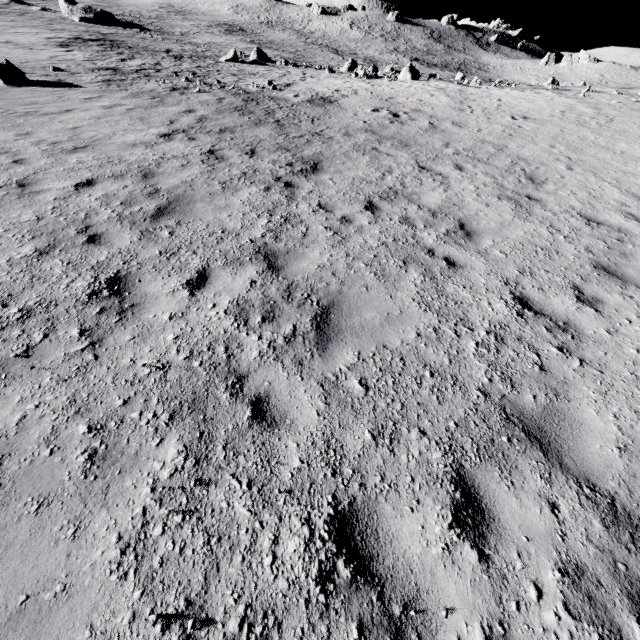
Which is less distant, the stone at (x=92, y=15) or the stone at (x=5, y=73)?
the stone at (x=5, y=73)

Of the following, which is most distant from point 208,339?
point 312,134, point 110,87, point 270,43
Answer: point 270,43

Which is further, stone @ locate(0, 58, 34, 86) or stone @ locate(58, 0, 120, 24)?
stone @ locate(58, 0, 120, 24)
